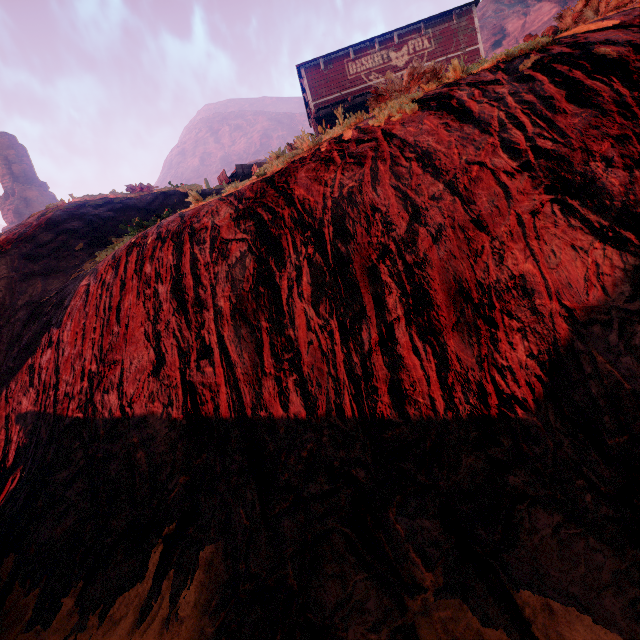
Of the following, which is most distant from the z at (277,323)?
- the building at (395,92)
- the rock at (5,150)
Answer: the rock at (5,150)

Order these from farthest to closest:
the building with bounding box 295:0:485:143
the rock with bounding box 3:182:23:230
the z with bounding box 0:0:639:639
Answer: the rock with bounding box 3:182:23:230
the building with bounding box 295:0:485:143
the z with bounding box 0:0:639:639

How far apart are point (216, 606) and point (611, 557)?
3.1 meters

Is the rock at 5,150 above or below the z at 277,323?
above

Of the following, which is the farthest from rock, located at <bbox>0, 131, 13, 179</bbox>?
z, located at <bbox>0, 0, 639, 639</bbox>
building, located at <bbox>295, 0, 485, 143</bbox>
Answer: building, located at <bbox>295, 0, 485, 143</bbox>

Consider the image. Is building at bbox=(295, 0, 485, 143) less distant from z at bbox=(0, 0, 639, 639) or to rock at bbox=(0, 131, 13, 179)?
z at bbox=(0, 0, 639, 639)
